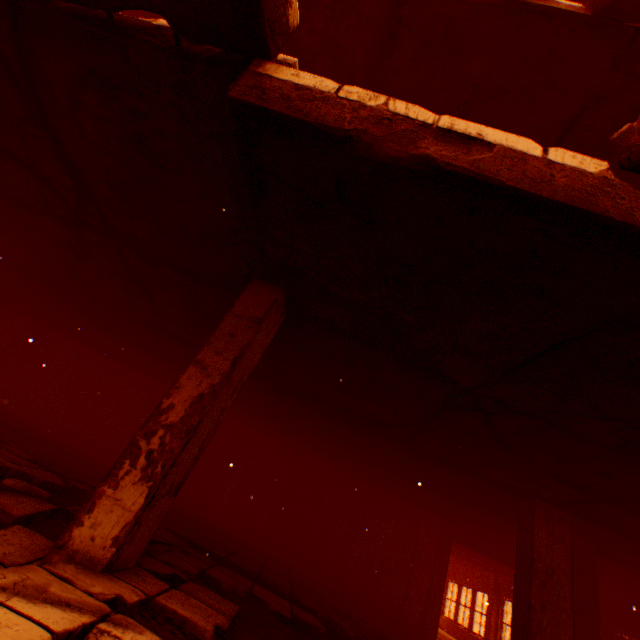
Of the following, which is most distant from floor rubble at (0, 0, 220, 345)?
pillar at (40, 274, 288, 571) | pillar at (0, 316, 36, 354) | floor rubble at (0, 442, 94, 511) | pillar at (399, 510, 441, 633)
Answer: pillar at (399, 510, 441, 633)

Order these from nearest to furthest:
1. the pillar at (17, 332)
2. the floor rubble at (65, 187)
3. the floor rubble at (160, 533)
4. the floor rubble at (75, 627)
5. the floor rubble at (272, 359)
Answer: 1. the floor rubble at (75, 627)
2. the floor rubble at (65, 187)
3. the floor rubble at (160, 533)
4. the floor rubble at (272, 359)
5. the pillar at (17, 332)

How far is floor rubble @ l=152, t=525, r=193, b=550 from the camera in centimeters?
390cm

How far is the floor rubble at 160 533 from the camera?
3.90m

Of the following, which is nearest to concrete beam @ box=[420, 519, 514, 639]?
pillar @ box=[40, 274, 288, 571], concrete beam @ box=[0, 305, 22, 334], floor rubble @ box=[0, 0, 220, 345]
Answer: floor rubble @ box=[0, 0, 220, 345]

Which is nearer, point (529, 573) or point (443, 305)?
point (443, 305)

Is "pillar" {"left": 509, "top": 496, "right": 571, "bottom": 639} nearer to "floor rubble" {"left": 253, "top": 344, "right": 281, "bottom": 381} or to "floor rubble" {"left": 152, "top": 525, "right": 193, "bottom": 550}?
"floor rubble" {"left": 253, "top": 344, "right": 281, "bottom": 381}

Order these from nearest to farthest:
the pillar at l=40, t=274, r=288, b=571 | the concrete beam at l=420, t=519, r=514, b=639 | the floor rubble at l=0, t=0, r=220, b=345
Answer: the pillar at l=40, t=274, r=288, b=571, the floor rubble at l=0, t=0, r=220, b=345, the concrete beam at l=420, t=519, r=514, b=639
